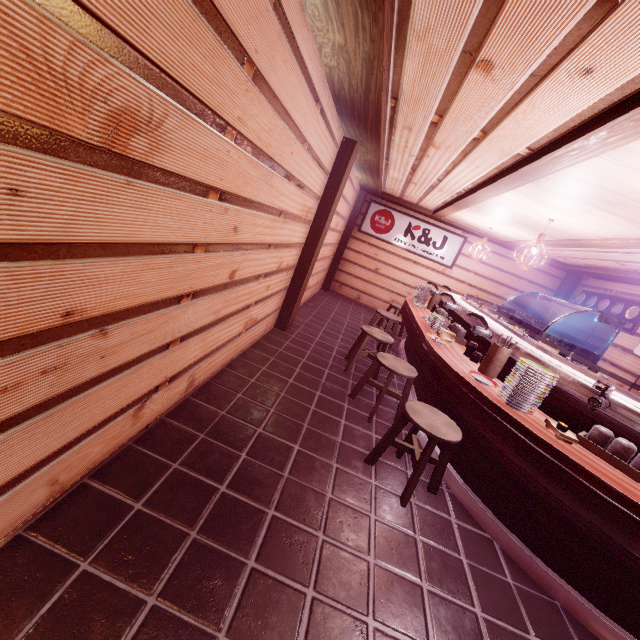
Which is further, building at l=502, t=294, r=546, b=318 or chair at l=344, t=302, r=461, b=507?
building at l=502, t=294, r=546, b=318

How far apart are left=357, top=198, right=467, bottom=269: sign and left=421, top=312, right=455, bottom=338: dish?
8.75m

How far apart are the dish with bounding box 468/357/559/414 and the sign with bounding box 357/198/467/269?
12.0m

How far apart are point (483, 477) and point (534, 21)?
5.53m

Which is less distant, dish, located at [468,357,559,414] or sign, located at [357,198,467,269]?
dish, located at [468,357,559,414]

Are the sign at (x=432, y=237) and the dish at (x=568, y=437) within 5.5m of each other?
no

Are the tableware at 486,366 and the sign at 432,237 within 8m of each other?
no

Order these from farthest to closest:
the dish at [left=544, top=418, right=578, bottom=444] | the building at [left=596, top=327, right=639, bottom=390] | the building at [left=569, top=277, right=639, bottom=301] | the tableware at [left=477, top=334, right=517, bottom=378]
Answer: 1. the building at [left=569, top=277, right=639, bottom=301]
2. the building at [left=596, top=327, right=639, bottom=390]
3. the tableware at [left=477, top=334, right=517, bottom=378]
4. the dish at [left=544, top=418, right=578, bottom=444]
